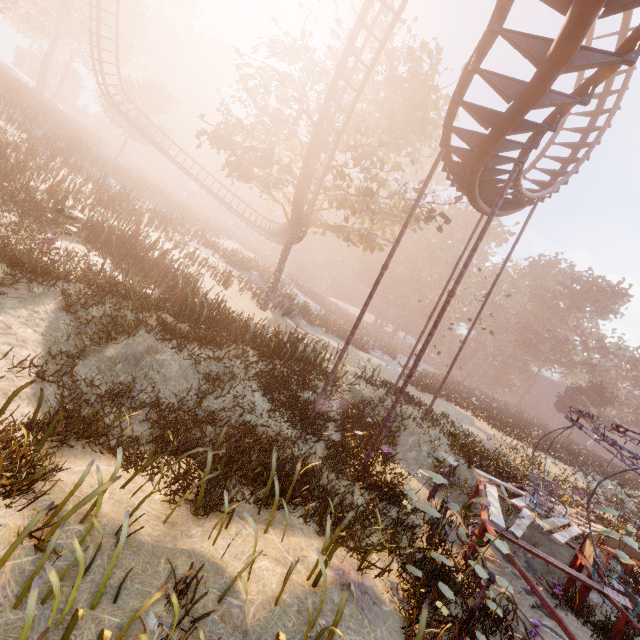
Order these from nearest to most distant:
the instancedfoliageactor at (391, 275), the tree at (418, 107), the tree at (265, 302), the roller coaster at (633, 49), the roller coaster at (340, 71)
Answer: the roller coaster at (633, 49)
the roller coaster at (340, 71)
the tree at (265, 302)
the tree at (418, 107)
the instancedfoliageactor at (391, 275)

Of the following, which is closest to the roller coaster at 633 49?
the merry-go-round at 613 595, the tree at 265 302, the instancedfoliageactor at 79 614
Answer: the tree at 265 302

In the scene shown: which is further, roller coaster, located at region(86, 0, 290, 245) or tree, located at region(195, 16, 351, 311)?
roller coaster, located at region(86, 0, 290, 245)

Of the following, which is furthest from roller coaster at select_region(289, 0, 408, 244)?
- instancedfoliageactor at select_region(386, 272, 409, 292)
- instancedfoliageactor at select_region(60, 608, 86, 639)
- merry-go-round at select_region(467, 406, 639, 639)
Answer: instancedfoliageactor at select_region(386, 272, 409, 292)

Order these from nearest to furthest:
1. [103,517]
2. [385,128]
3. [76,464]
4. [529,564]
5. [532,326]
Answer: [103,517] < [76,464] < [529,564] < [385,128] < [532,326]

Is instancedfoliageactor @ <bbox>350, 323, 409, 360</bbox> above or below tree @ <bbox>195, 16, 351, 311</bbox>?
below

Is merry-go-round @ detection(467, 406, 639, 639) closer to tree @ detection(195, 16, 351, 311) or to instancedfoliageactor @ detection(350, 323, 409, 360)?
instancedfoliageactor @ detection(350, 323, 409, 360)

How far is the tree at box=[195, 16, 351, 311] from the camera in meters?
16.8 m
